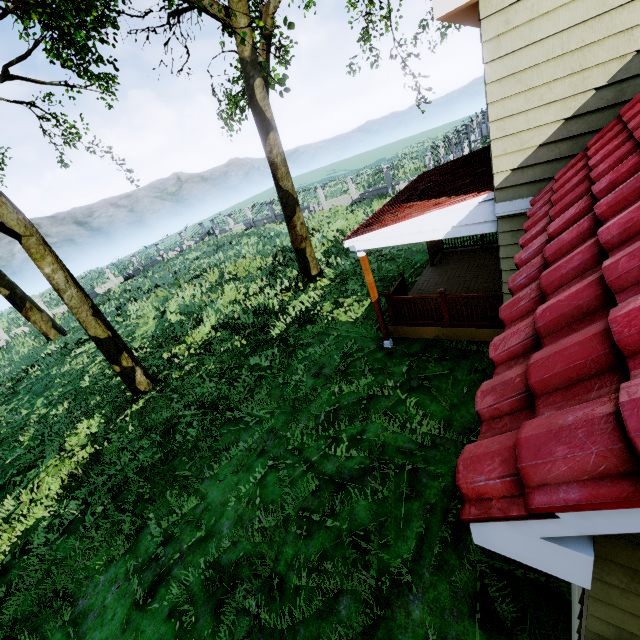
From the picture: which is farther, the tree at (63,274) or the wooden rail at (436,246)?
the wooden rail at (436,246)

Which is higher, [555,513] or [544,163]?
[544,163]

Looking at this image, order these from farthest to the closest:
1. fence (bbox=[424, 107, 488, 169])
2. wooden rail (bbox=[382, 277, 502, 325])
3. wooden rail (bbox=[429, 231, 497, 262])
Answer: fence (bbox=[424, 107, 488, 169])
wooden rail (bbox=[429, 231, 497, 262])
wooden rail (bbox=[382, 277, 502, 325])

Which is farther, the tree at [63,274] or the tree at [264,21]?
the tree at [63,274]

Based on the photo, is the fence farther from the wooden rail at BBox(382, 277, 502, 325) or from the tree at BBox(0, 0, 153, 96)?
the wooden rail at BBox(382, 277, 502, 325)

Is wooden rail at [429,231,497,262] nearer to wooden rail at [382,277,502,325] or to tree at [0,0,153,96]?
wooden rail at [382,277,502,325]

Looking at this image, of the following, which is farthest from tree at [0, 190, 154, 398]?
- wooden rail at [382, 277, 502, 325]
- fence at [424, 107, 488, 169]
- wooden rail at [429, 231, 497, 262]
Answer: wooden rail at [382, 277, 502, 325]

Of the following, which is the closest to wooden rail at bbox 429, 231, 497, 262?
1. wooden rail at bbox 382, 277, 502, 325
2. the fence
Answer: wooden rail at bbox 382, 277, 502, 325
